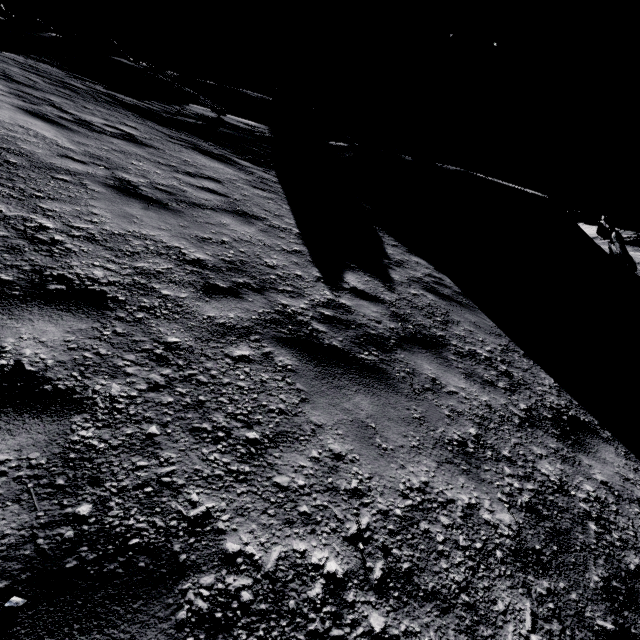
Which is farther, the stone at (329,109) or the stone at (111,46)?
the stone at (329,109)

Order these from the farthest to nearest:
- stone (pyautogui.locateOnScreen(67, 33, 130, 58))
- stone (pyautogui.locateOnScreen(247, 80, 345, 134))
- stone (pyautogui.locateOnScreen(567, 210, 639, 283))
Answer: stone (pyautogui.locateOnScreen(247, 80, 345, 134))
stone (pyautogui.locateOnScreen(67, 33, 130, 58))
stone (pyautogui.locateOnScreen(567, 210, 639, 283))

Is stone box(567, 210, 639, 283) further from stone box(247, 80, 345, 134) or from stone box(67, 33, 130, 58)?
stone box(67, 33, 130, 58)

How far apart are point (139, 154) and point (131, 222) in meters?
4.1 m

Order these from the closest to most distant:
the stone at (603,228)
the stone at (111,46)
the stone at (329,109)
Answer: the stone at (603,228), the stone at (111,46), the stone at (329,109)

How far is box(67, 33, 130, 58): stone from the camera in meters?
21.3 m

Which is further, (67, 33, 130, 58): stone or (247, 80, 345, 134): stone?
(247, 80, 345, 134): stone

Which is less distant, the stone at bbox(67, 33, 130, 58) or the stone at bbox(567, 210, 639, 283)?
the stone at bbox(567, 210, 639, 283)
